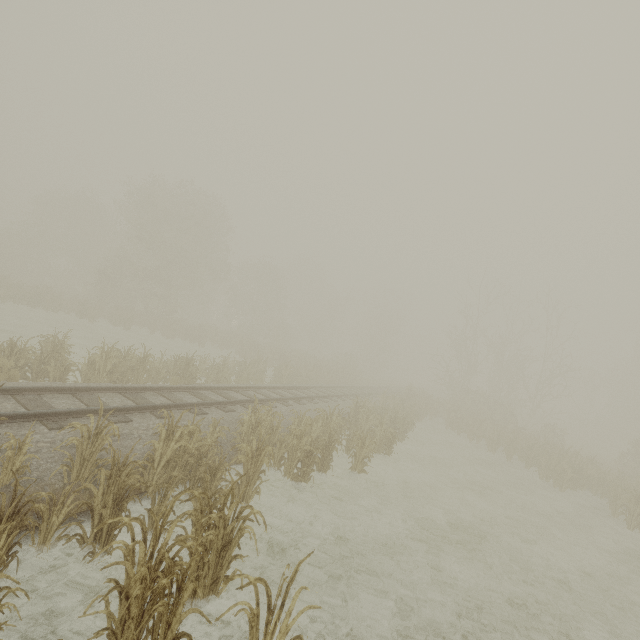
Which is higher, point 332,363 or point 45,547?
point 332,363
